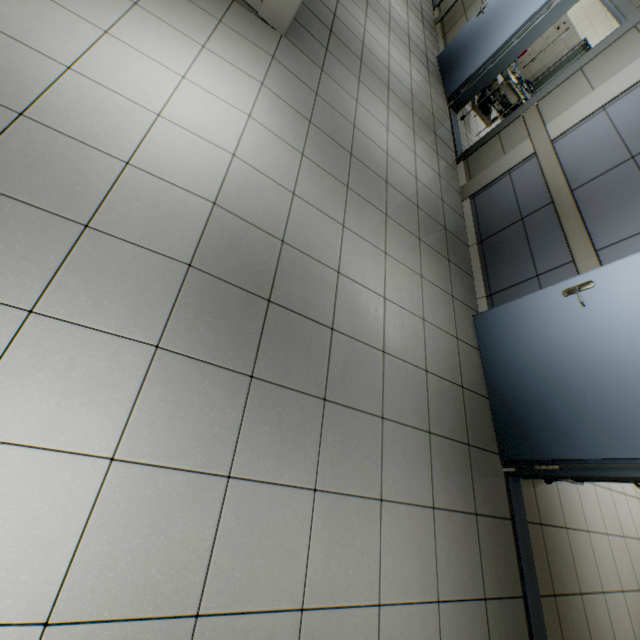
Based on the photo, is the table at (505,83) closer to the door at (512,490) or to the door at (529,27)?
the door at (529,27)

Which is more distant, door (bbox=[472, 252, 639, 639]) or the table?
the table

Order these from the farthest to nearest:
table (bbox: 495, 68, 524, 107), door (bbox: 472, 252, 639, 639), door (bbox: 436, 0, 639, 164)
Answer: table (bbox: 495, 68, 524, 107) < door (bbox: 436, 0, 639, 164) < door (bbox: 472, 252, 639, 639)

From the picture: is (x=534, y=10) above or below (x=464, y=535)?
above

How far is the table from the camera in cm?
530

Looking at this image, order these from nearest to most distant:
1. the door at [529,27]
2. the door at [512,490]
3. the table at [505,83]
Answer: the door at [512,490]
the door at [529,27]
the table at [505,83]

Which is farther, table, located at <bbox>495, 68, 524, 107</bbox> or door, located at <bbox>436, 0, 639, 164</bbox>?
table, located at <bbox>495, 68, 524, 107</bbox>

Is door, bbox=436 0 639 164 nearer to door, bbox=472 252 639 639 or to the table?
the table
